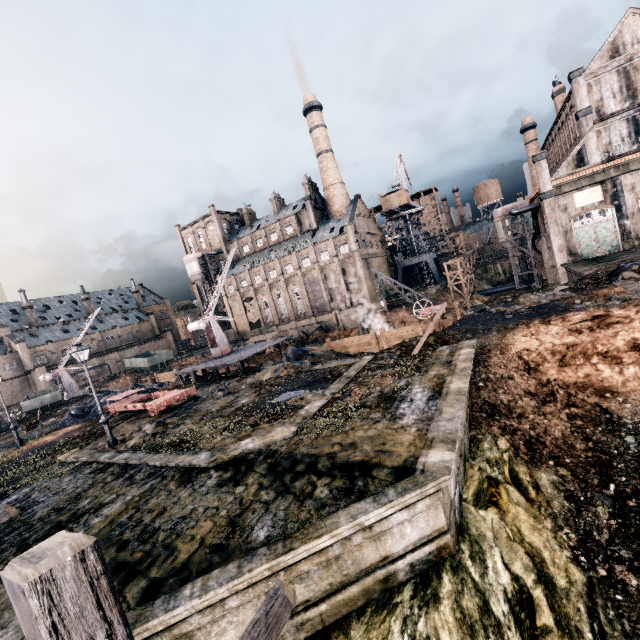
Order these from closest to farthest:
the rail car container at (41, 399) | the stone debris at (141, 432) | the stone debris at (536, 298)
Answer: the stone debris at (141, 432) → the stone debris at (536, 298) → the rail car container at (41, 399)

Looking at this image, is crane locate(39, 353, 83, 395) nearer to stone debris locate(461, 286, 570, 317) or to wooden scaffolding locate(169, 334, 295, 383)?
wooden scaffolding locate(169, 334, 295, 383)

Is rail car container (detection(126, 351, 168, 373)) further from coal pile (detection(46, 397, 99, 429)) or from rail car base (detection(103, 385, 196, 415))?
rail car base (detection(103, 385, 196, 415))

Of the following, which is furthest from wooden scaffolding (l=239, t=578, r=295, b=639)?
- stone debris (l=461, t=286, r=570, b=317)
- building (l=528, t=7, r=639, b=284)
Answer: building (l=528, t=7, r=639, b=284)

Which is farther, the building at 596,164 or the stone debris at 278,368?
the building at 596,164

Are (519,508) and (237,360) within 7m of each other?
no

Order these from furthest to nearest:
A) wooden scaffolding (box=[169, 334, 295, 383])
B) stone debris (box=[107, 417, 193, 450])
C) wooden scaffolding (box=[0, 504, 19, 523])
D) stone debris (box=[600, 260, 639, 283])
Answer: wooden scaffolding (box=[169, 334, 295, 383]), stone debris (box=[600, 260, 639, 283]), stone debris (box=[107, 417, 193, 450]), wooden scaffolding (box=[0, 504, 19, 523])

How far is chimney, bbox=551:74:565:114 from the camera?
46.8 meters
